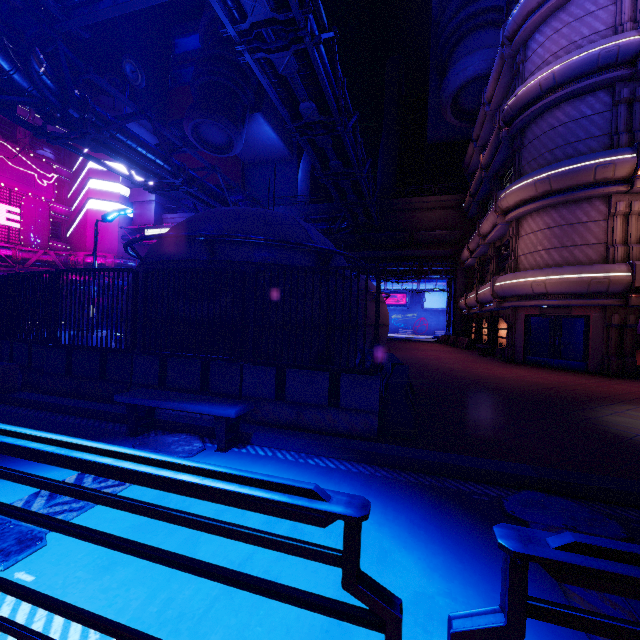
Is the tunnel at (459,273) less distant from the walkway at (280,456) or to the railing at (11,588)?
the walkway at (280,456)

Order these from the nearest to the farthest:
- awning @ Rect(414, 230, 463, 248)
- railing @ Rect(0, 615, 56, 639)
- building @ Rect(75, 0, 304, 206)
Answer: railing @ Rect(0, 615, 56, 639) → awning @ Rect(414, 230, 463, 248) → building @ Rect(75, 0, 304, 206)

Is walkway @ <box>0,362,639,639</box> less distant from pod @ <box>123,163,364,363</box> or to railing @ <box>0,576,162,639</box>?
railing @ <box>0,576,162,639</box>

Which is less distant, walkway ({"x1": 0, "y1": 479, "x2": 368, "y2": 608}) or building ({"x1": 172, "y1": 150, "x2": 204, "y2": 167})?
walkway ({"x1": 0, "y1": 479, "x2": 368, "y2": 608})

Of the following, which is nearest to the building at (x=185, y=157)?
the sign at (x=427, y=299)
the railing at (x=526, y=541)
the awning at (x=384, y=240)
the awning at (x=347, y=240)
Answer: the awning at (x=384, y=240)

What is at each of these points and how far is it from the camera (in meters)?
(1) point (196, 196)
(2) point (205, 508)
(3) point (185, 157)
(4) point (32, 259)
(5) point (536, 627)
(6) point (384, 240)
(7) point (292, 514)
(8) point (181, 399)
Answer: (1) pipe, 19.08
(2) walkway, 3.31
(3) building, 48.19
(4) pipe, 33.97
(5) walkway, 2.13
(6) awning, 32.19
(7) railing, 1.05
(8) bench, 5.03

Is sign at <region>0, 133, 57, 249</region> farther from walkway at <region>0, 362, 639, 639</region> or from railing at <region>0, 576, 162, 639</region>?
railing at <region>0, 576, 162, 639</region>

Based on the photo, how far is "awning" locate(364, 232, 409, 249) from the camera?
29.72m
